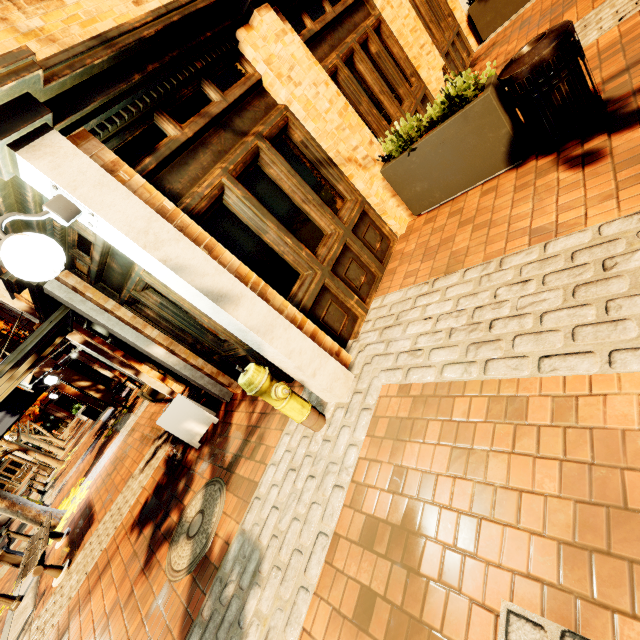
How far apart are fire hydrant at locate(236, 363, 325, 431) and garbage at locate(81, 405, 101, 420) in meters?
20.5

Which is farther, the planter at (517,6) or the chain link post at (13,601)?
the planter at (517,6)

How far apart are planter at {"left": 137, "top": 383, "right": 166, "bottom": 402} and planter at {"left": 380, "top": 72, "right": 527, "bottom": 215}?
8.1 meters

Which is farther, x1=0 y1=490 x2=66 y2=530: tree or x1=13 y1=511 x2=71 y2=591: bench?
x1=0 y1=490 x2=66 y2=530: tree

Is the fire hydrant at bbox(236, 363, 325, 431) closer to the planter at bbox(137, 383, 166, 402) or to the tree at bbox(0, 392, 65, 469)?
the tree at bbox(0, 392, 65, 469)

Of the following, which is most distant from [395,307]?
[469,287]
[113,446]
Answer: [113,446]

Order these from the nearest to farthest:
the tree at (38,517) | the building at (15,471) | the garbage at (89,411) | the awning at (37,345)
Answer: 1. the awning at (37,345)
2. the tree at (38,517)
3. the garbage at (89,411)
4. the building at (15,471)

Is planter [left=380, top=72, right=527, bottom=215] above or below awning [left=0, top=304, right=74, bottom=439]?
below
